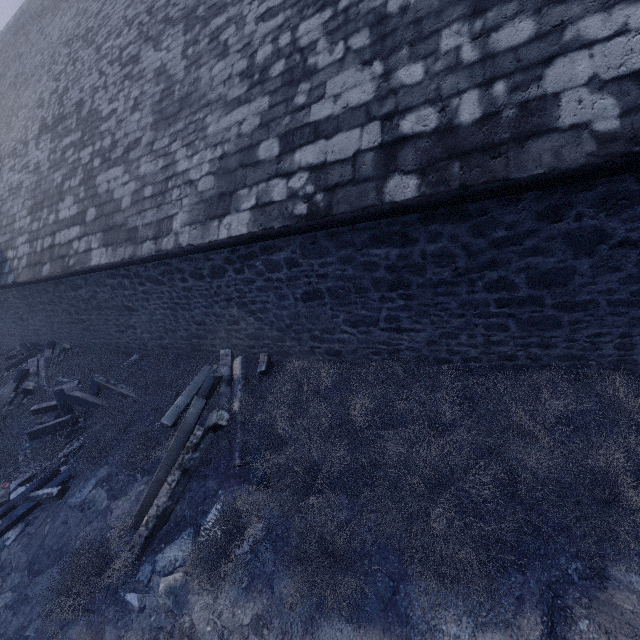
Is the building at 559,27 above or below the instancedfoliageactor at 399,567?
above

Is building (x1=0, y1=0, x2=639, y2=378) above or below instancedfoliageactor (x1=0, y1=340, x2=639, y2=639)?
above

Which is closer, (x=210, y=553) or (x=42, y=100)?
(x=210, y=553)
